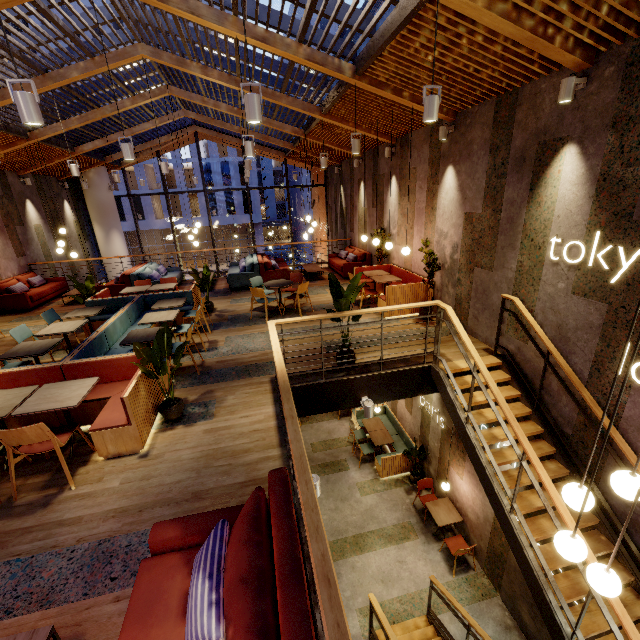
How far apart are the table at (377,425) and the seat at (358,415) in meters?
0.2

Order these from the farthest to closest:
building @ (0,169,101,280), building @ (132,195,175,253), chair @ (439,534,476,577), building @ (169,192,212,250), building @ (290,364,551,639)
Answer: building @ (169,192,212,250) < building @ (132,195,175,253) < building @ (0,169,101,280) < chair @ (439,534,476,577) < building @ (290,364,551,639)

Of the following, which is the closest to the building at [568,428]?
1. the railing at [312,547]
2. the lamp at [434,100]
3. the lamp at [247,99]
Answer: the railing at [312,547]

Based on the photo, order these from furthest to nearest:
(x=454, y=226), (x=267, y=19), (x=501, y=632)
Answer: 1. (x=454, y=226)
2. (x=501, y=632)
3. (x=267, y=19)

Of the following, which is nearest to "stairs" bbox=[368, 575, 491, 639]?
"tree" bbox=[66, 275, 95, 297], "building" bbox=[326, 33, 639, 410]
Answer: "building" bbox=[326, 33, 639, 410]

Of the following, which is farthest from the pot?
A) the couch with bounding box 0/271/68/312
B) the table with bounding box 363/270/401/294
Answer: the couch with bounding box 0/271/68/312

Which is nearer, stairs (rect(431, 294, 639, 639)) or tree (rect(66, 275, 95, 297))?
stairs (rect(431, 294, 639, 639))

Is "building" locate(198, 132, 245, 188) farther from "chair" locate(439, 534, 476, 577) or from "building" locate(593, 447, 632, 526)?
"chair" locate(439, 534, 476, 577)
